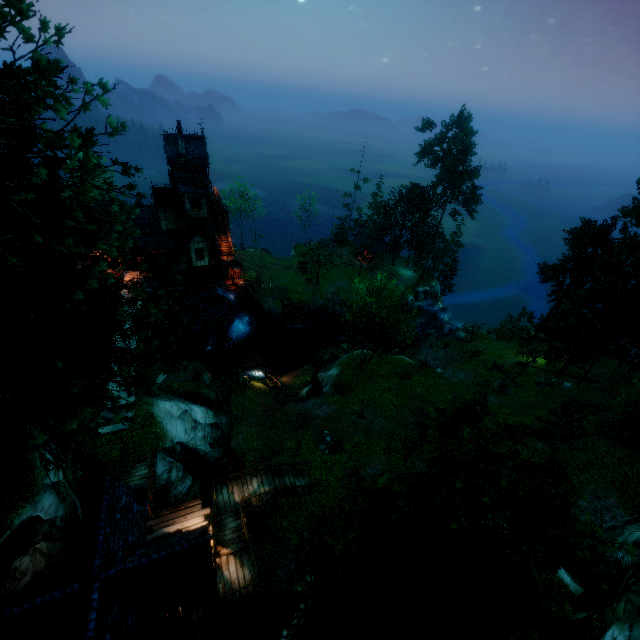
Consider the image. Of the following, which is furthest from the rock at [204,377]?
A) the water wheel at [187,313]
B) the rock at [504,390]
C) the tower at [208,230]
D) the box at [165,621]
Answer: the rock at [504,390]

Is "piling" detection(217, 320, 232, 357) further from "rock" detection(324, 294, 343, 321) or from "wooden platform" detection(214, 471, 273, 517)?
"wooden platform" detection(214, 471, 273, 517)

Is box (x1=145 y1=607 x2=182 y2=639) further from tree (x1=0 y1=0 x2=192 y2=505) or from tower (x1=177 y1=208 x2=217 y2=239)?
tower (x1=177 y1=208 x2=217 y2=239)

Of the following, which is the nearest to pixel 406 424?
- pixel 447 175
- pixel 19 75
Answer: pixel 19 75

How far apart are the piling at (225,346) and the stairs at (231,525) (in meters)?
25.49

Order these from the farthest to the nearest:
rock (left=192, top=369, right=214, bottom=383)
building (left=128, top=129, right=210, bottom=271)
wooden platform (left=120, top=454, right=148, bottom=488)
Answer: building (left=128, top=129, right=210, bottom=271), rock (left=192, top=369, right=214, bottom=383), wooden platform (left=120, top=454, right=148, bottom=488)

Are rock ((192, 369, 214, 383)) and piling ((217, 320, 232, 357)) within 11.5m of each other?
yes

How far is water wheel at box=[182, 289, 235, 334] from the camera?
38.31m
